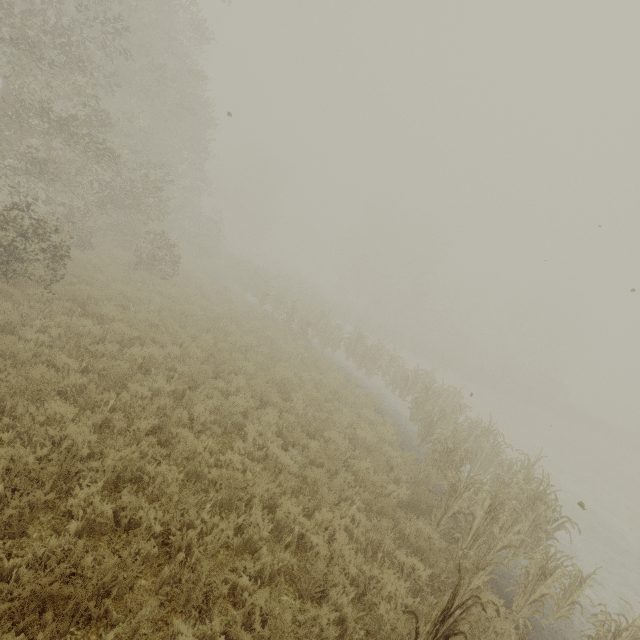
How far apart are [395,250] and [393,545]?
51.21m
